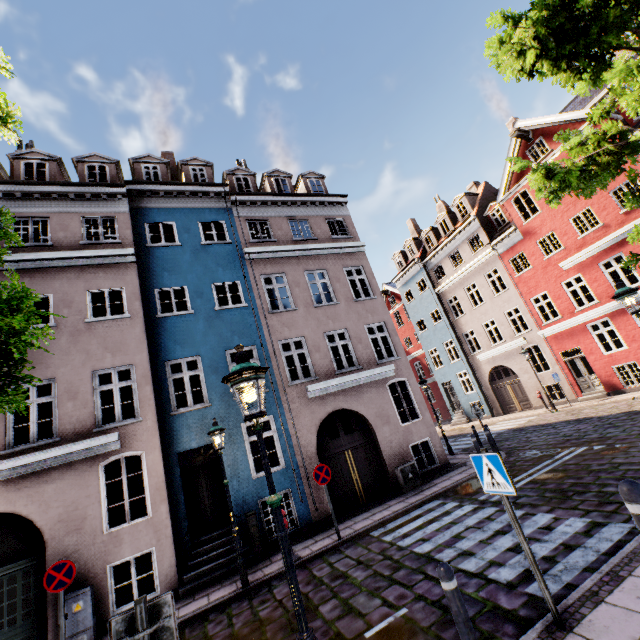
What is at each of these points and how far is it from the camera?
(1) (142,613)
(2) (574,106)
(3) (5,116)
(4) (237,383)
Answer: (1) sign pole, 2.71m
(2) building, 21.64m
(3) tree, 4.24m
(4) street light, 3.40m

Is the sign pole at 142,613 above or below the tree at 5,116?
below

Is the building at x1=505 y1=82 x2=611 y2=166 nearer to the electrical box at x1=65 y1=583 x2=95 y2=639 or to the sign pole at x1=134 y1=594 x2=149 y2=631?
the electrical box at x1=65 y1=583 x2=95 y2=639

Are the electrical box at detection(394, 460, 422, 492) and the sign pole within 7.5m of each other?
no

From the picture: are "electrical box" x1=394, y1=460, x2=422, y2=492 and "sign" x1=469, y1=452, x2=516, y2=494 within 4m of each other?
no

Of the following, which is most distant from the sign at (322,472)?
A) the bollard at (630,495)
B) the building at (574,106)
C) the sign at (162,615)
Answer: the bollard at (630,495)

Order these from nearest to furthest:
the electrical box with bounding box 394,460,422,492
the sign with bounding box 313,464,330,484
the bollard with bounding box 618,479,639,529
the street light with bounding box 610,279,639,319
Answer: the bollard with bounding box 618,479,639,529 → the street light with bounding box 610,279,639,319 → the sign with bounding box 313,464,330,484 → the electrical box with bounding box 394,460,422,492

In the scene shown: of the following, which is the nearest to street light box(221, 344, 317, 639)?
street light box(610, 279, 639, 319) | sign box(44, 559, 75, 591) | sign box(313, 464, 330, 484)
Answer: sign box(313, 464, 330, 484)
